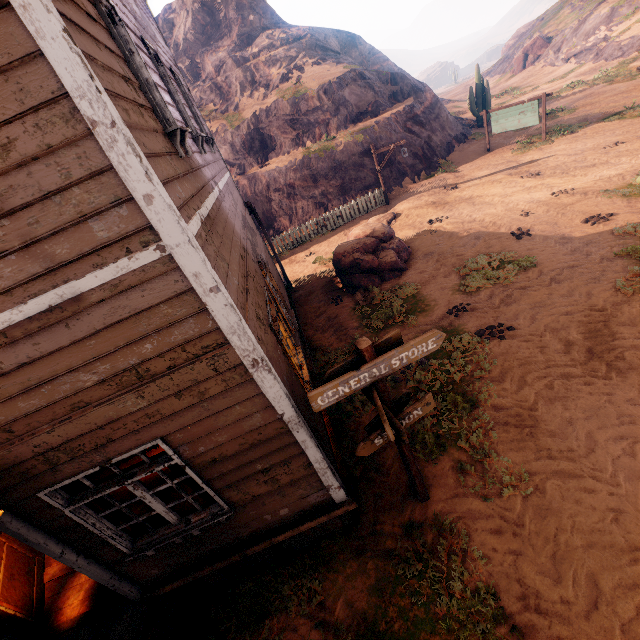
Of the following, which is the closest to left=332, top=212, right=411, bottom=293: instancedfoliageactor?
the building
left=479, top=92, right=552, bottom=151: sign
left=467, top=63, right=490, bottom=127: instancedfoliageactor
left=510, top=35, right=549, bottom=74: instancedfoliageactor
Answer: the building

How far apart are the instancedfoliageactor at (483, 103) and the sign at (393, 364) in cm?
2792

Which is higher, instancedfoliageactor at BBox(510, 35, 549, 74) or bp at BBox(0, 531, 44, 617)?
instancedfoliageactor at BBox(510, 35, 549, 74)

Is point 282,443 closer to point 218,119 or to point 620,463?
point 620,463

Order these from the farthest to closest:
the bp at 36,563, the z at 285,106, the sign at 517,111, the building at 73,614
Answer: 1. the sign at 517,111
2. the bp at 36,563
3. the z at 285,106
4. the building at 73,614

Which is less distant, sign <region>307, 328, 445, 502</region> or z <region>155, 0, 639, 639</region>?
sign <region>307, 328, 445, 502</region>

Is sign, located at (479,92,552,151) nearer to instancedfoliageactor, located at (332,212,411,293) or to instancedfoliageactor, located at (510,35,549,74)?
instancedfoliageactor, located at (332,212,411,293)

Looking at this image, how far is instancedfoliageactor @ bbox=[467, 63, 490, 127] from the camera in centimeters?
2336cm
